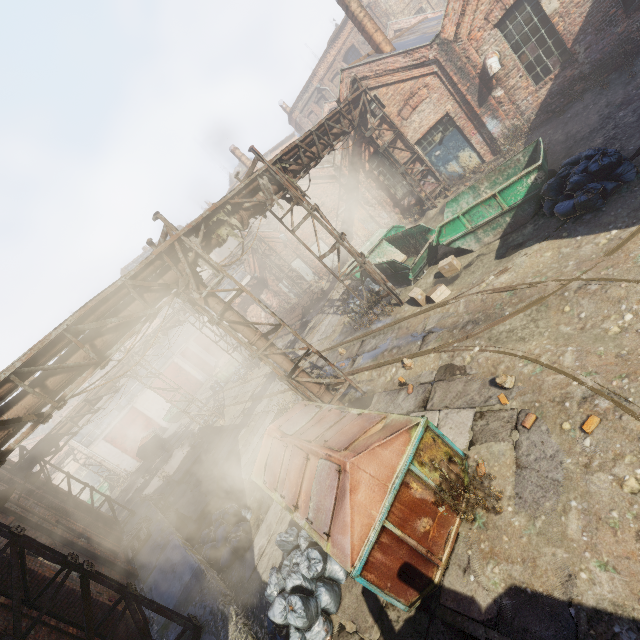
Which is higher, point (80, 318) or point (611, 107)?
point (80, 318)

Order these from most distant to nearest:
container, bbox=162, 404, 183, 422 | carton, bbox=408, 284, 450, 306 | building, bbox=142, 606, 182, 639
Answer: container, bbox=162, 404, 183, 422, carton, bbox=408, 284, 450, 306, building, bbox=142, 606, 182, 639

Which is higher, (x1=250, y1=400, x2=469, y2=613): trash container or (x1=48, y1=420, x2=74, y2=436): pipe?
(x1=48, y1=420, x2=74, y2=436): pipe

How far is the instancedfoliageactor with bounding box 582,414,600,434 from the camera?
4.23m

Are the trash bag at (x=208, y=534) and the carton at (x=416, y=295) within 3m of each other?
no

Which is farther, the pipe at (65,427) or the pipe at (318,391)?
the pipe at (65,427)

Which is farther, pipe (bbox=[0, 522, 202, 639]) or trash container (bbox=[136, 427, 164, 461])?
trash container (bbox=[136, 427, 164, 461])
